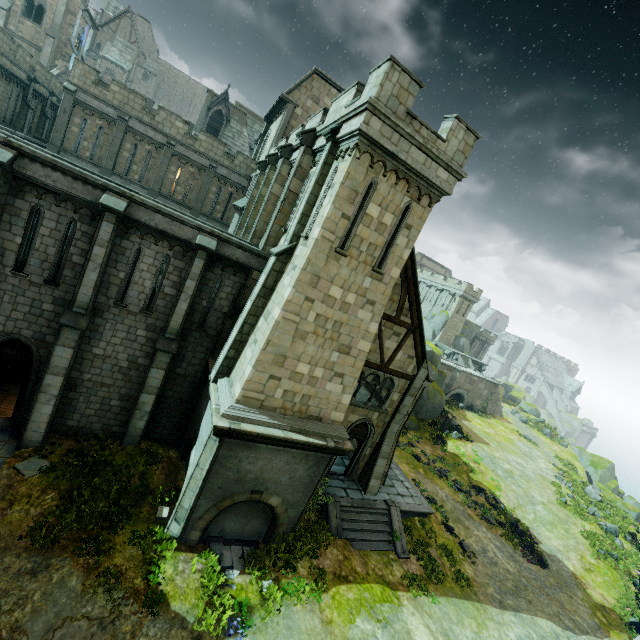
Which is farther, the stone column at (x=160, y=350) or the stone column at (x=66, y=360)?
the stone column at (x=160, y=350)

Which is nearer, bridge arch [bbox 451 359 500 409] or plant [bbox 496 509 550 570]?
plant [bbox 496 509 550 570]

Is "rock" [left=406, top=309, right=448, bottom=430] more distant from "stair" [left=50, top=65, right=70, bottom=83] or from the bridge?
"stair" [left=50, top=65, right=70, bottom=83]

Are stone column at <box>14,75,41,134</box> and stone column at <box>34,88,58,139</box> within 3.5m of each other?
yes

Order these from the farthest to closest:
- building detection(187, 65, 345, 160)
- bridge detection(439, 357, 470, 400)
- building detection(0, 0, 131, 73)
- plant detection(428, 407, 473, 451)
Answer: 1. bridge detection(439, 357, 470, 400)
2. building detection(0, 0, 131, 73)
3. plant detection(428, 407, 473, 451)
4. building detection(187, 65, 345, 160)

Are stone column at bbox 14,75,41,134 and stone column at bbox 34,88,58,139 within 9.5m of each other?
yes

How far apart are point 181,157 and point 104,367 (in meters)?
18.84

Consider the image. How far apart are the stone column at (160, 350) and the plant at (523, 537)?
23.7 meters
